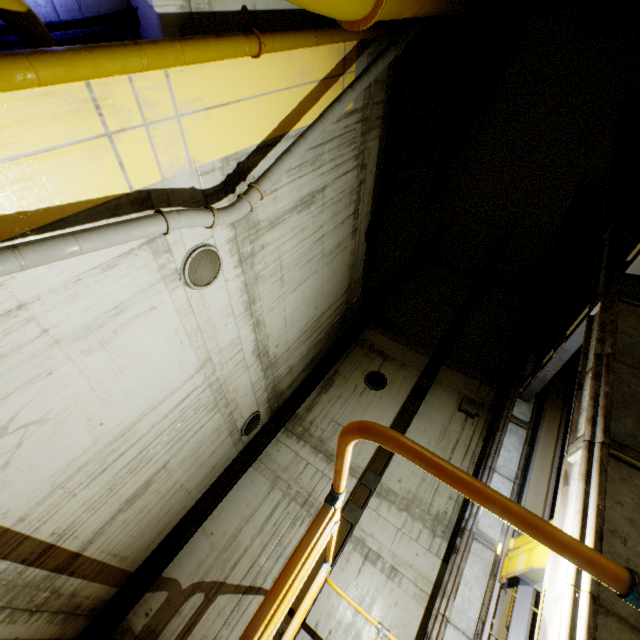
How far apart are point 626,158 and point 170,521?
16.4m

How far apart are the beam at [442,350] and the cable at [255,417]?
9.85m

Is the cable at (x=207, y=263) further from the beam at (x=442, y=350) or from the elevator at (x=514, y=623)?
the beam at (x=442, y=350)

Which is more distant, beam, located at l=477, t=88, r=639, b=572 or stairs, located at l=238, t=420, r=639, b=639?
beam, located at l=477, t=88, r=639, b=572

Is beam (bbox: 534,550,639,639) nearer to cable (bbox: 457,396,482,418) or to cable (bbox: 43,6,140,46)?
cable (bbox: 457,396,482,418)

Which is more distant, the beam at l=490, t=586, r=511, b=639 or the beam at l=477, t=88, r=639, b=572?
the beam at l=490, t=586, r=511, b=639

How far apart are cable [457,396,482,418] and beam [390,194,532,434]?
4.4 meters

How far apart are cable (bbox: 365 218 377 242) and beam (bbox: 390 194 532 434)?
5.9m
